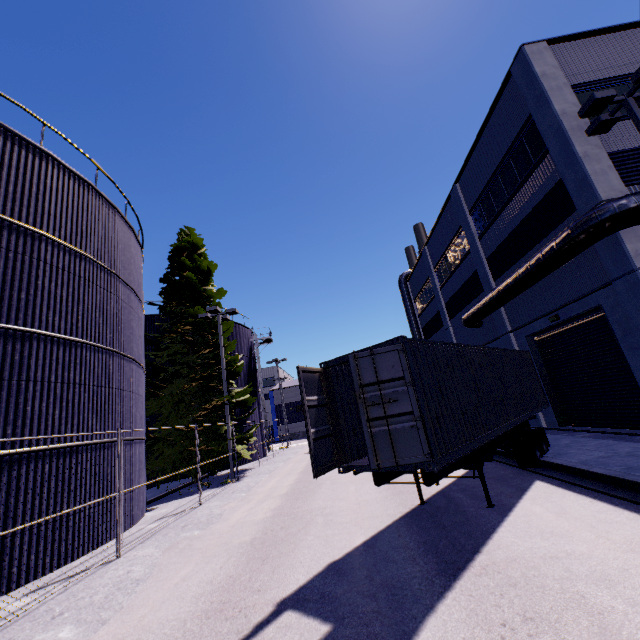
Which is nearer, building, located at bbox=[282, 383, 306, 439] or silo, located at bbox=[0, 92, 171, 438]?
silo, located at bbox=[0, 92, 171, 438]

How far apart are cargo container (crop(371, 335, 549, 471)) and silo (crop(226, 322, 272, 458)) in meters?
20.0 m

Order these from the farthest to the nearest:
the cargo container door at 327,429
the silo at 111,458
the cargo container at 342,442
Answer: the silo at 111,458, the cargo container at 342,442, the cargo container door at 327,429

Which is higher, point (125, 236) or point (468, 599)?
point (125, 236)

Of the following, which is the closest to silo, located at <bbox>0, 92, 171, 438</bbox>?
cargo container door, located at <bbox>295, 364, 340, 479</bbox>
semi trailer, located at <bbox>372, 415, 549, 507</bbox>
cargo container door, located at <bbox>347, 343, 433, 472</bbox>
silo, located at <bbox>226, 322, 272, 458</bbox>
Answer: semi trailer, located at <bbox>372, 415, 549, 507</bbox>

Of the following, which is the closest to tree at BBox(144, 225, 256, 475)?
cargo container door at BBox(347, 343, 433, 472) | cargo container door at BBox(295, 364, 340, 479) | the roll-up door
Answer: the roll-up door

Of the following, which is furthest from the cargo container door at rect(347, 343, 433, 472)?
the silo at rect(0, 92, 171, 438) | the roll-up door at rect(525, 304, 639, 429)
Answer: the roll-up door at rect(525, 304, 639, 429)

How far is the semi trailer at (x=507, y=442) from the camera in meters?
6.3
